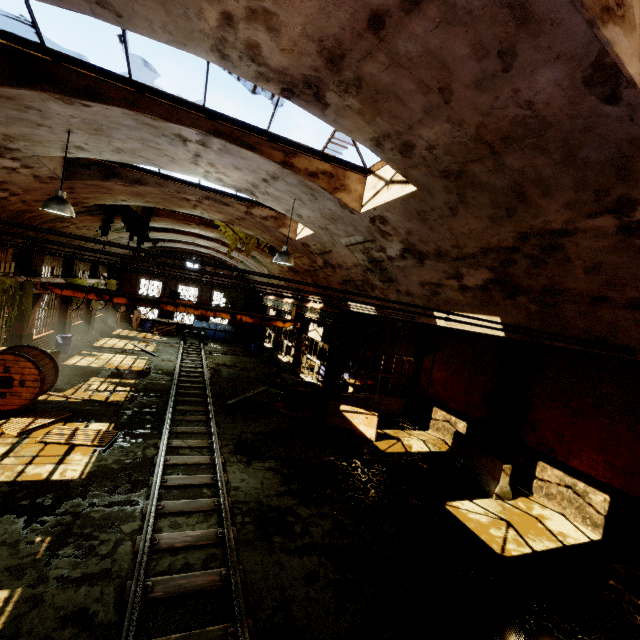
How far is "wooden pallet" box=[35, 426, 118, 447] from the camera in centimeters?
867cm

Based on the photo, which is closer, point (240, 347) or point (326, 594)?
point (326, 594)

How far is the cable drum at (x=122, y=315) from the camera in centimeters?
2705cm

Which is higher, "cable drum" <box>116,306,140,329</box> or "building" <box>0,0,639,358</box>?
"building" <box>0,0,639,358</box>

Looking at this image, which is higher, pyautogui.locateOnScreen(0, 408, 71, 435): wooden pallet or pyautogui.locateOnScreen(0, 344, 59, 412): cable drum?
pyautogui.locateOnScreen(0, 344, 59, 412): cable drum

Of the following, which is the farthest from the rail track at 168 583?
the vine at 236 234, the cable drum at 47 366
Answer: the vine at 236 234

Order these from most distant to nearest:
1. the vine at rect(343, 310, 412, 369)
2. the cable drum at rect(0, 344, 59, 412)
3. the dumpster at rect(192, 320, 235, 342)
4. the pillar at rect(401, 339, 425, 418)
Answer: the dumpster at rect(192, 320, 235, 342)
the pillar at rect(401, 339, 425, 418)
the vine at rect(343, 310, 412, 369)
the cable drum at rect(0, 344, 59, 412)

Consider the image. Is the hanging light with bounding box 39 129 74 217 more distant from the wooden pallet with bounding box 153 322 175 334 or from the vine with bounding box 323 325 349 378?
the wooden pallet with bounding box 153 322 175 334
